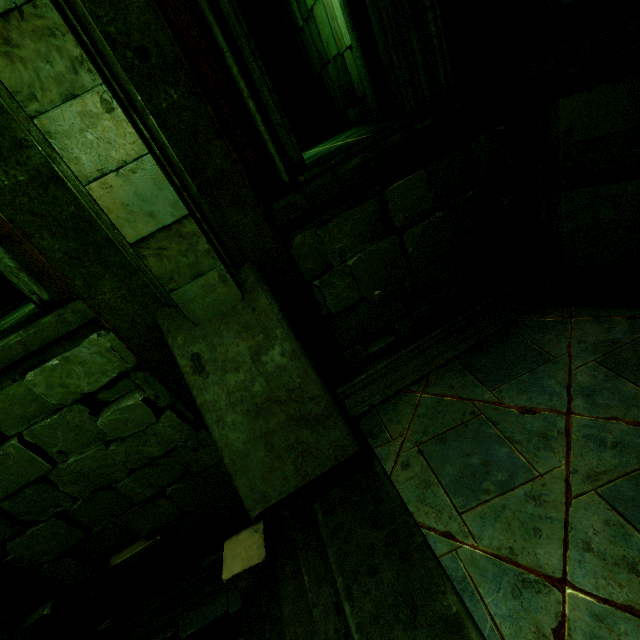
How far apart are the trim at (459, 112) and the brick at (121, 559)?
3.6 meters

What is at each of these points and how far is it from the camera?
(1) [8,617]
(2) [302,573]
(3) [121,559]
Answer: (1) stone column, 3.3 meters
(2) stair, 2.9 meters
(3) brick, 3.6 meters

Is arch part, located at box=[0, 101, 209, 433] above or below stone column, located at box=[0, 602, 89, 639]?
above

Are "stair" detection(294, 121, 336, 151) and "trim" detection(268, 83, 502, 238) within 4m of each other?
yes

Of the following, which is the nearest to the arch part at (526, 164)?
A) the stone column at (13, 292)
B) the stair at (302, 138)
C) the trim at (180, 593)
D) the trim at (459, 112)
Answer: the trim at (459, 112)

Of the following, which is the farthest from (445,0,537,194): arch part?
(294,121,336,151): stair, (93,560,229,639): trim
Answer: (294,121,336,151): stair

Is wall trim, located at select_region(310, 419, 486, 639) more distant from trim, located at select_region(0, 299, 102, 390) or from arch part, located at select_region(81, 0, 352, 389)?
trim, located at select_region(0, 299, 102, 390)

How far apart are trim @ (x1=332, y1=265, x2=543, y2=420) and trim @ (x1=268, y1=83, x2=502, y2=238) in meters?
1.6
